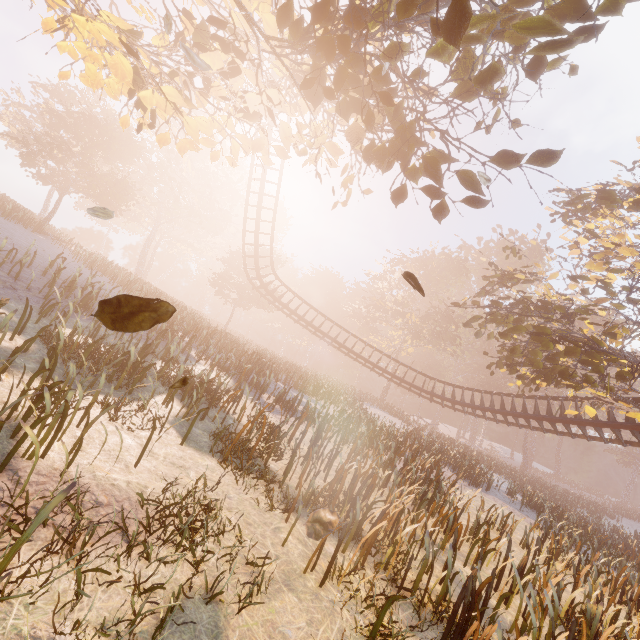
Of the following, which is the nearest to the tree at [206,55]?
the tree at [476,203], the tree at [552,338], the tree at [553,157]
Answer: the tree at [476,203]

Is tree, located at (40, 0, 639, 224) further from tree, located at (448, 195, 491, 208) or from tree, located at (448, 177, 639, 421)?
tree, located at (448, 177, 639, 421)

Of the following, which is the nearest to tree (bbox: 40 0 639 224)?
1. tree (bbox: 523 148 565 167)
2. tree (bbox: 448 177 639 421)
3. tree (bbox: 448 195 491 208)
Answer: tree (bbox: 448 195 491 208)

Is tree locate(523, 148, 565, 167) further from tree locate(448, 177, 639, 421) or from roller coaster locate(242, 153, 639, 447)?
roller coaster locate(242, 153, 639, 447)

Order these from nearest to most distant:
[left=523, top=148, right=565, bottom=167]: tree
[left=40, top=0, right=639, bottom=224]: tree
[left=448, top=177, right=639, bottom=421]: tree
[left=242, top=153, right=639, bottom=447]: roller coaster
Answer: [left=40, top=0, right=639, bottom=224]: tree → [left=523, top=148, right=565, bottom=167]: tree → [left=448, top=177, right=639, bottom=421]: tree → [left=242, top=153, right=639, bottom=447]: roller coaster

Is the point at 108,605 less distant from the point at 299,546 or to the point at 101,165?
the point at 299,546

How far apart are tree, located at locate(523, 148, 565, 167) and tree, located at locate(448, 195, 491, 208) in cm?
67

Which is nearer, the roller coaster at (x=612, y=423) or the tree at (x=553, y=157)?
the tree at (x=553, y=157)
